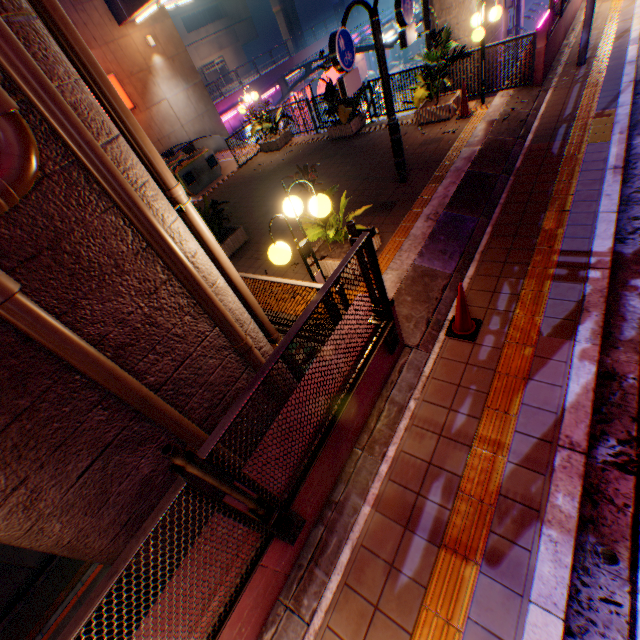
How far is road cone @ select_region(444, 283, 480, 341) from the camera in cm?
411

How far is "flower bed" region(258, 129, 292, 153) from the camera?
13.2 meters

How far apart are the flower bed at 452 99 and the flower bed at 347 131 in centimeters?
222cm

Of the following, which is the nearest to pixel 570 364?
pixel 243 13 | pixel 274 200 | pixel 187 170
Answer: pixel 274 200

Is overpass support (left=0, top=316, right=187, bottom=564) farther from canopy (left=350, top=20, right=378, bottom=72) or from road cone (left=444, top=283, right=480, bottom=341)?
canopy (left=350, top=20, right=378, bottom=72)

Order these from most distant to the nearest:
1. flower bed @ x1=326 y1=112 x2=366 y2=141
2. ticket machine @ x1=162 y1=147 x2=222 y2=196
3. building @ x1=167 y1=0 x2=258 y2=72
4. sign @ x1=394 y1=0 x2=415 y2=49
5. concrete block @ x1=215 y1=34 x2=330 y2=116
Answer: building @ x1=167 y1=0 x2=258 y2=72 < concrete block @ x1=215 y1=34 x2=330 y2=116 < ticket machine @ x1=162 y1=147 x2=222 y2=196 < flower bed @ x1=326 y1=112 x2=366 y2=141 < sign @ x1=394 y1=0 x2=415 y2=49

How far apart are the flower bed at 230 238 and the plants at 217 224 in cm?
4

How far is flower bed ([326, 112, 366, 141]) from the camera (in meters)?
11.12
